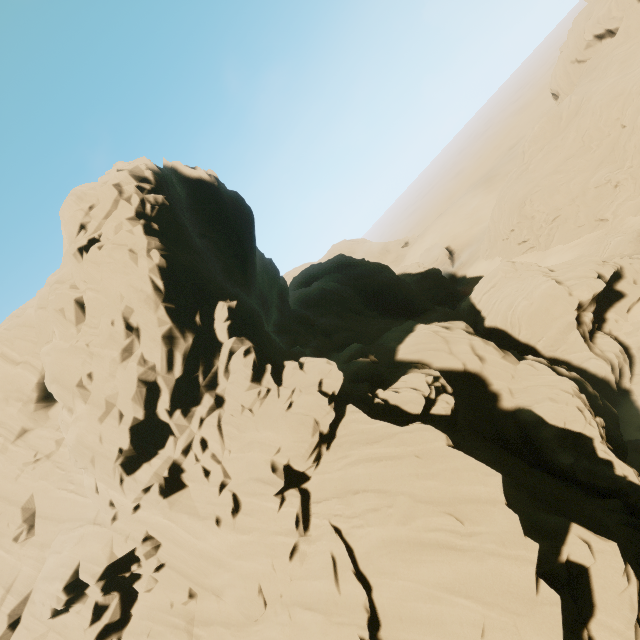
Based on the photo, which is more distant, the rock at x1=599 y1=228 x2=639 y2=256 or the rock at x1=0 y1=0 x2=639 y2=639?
the rock at x1=599 y1=228 x2=639 y2=256

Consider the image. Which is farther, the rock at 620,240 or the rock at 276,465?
the rock at 620,240

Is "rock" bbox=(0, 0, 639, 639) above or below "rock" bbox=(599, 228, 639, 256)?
above

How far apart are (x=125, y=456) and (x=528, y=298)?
33.6m

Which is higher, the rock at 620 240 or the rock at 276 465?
the rock at 276 465
